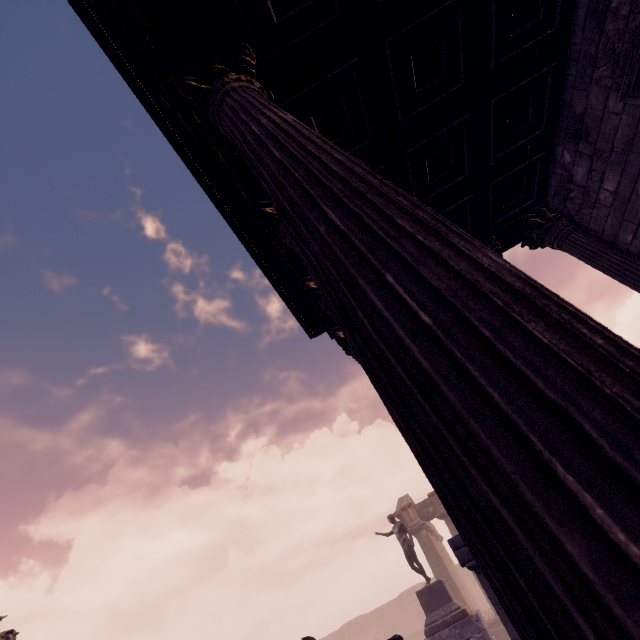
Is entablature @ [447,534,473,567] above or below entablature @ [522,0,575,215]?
below

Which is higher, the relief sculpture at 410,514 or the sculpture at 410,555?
the relief sculpture at 410,514

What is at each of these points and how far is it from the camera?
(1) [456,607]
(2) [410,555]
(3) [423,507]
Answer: (1) pedestal, 11.98m
(2) sculpture, 13.66m
(3) entablature, 21.81m

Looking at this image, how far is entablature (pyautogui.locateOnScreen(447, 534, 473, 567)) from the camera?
7.30m

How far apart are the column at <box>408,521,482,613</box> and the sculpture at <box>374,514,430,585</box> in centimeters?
997cm

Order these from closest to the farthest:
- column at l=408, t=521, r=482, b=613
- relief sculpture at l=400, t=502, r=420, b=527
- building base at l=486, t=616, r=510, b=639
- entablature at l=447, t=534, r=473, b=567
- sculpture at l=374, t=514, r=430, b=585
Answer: entablature at l=447, t=534, r=473, b=567, sculpture at l=374, t=514, r=430, b=585, building base at l=486, t=616, r=510, b=639, column at l=408, t=521, r=482, b=613, relief sculpture at l=400, t=502, r=420, b=527

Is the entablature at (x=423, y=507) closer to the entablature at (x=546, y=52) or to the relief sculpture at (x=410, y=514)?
the relief sculpture at (x=410, y=514)

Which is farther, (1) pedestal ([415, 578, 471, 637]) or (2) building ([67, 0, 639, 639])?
(1) pedestal ([415, 578, 471, 637])
